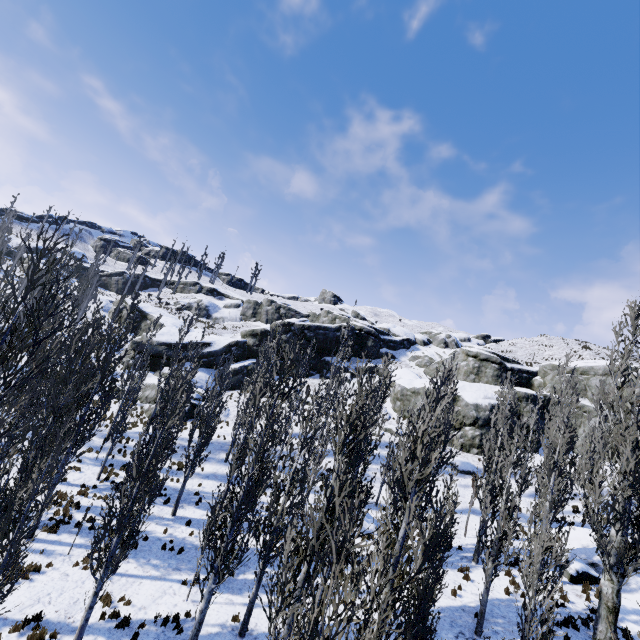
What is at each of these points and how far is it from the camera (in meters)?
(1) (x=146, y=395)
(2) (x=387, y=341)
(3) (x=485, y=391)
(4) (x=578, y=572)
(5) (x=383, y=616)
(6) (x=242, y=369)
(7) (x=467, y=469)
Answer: (1) rock, 31.92
(2) rock, 52.84
(3) rock, 35.84
(4) rock, 16.62
(5) instancedfoliageactor, 6.02
(6) rock, 40.12
(7) rock, 28.89

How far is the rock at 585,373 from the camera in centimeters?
3378cm

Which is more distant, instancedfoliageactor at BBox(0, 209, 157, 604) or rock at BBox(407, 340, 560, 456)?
rock at BBox(407, 340, 560, 456)

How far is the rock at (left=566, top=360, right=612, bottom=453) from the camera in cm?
3378

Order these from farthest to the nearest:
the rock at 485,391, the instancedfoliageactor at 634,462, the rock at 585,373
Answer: the rock at 585,373 → the rock at 485,391 → the instancedfoliageactor at 634,462
